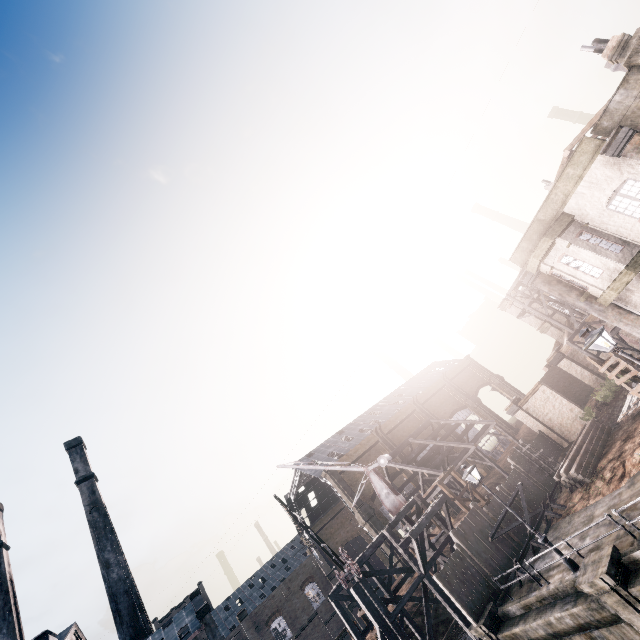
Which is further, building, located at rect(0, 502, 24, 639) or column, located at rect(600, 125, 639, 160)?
building, located at rect(0, 502, 24, 639)

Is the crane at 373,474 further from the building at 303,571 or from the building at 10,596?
the building at 10,596

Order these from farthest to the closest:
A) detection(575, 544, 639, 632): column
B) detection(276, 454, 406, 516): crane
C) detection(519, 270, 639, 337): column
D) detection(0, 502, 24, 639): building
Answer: detection(0, 502, 24, 639): building < detection(276, 454, 406, 516): crane < detection(519, 270, 639, 337): column < detection(575, 544, 639, 632): column

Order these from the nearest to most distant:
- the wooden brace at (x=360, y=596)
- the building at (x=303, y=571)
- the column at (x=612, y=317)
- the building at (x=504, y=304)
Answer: the column at (x=612, y=317), the wooden brace at (x=360, y=596), the building at (x=504, y=304), the building at (x=303, y=571)

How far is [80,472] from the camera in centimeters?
5141cm

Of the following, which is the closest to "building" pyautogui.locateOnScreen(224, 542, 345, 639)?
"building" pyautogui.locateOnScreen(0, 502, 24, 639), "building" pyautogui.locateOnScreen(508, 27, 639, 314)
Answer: "building" pyautogui.locateOnScreen(0, 502, 24, 639)

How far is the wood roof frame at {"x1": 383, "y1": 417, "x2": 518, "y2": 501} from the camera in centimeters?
3953cm

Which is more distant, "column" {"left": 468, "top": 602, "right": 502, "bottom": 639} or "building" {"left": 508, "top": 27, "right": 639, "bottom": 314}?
"column" {"left": 468, "top": 602, "right": 502, "bottom": 639}
